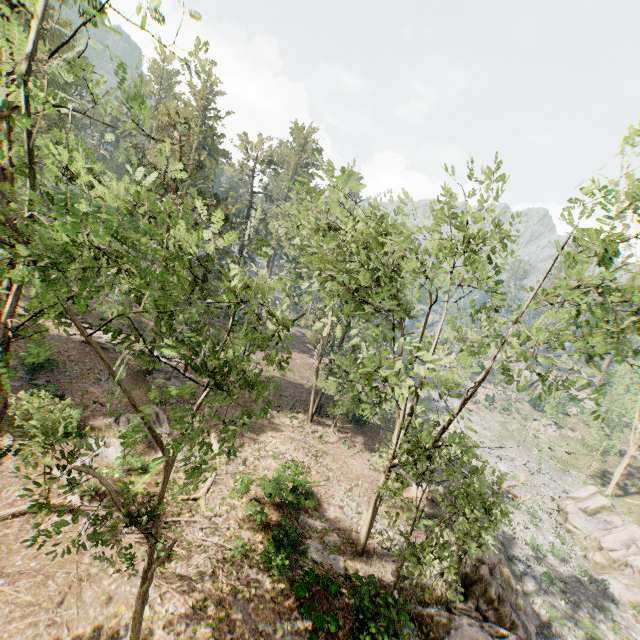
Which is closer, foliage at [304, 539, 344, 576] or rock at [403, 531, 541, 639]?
rock at [403, 531, 541, 639]

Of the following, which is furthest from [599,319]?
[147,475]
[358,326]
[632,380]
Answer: [632,380]

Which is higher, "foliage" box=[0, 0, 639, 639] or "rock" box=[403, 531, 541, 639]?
"foliage" box=[0, 0, 639, 639]

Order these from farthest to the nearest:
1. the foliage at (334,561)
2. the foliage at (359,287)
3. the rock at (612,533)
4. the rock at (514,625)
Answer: the rock at (612,533) < the foliage at (334,561) < the rock at (514,625) < the foliage at (359,287)

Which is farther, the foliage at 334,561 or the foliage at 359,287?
the foliage at 334,561

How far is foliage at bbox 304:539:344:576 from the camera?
15.50m

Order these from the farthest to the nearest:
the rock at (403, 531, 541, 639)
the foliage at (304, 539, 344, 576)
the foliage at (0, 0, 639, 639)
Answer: the foliage at (304, 539, 344, 576) < the rock at (403, 531, 541, 639) < the foliage at (0, 0, 639, 639)
